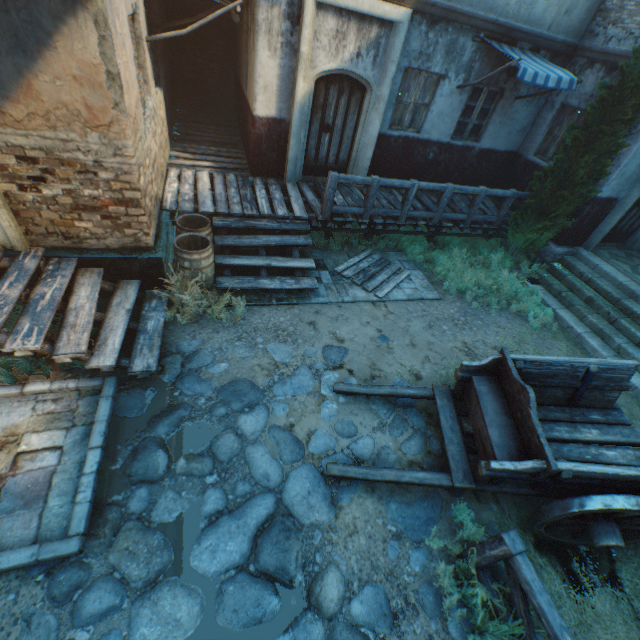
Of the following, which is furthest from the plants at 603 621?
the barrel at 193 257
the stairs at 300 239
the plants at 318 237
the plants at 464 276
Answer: the plants at 318 237

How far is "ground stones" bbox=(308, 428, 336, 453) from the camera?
4.5 meters

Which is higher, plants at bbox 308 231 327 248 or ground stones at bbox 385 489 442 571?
plants at bbox 308 231 327 248

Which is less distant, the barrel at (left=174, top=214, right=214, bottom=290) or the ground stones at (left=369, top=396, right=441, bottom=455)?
the ground stones at (left=369, top=396, right=441, bottom=455)

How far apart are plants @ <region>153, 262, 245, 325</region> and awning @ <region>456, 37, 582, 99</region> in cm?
728

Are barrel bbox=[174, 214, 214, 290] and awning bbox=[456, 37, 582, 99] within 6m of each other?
no

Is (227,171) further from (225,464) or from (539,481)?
(539,481)

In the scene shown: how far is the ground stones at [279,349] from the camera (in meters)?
5.52
